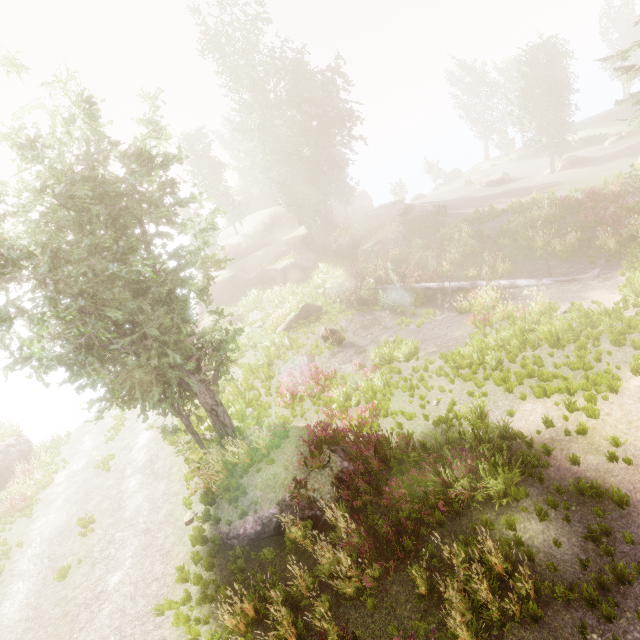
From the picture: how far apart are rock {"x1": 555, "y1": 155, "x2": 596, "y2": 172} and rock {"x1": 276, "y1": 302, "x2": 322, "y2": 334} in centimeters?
3378cm

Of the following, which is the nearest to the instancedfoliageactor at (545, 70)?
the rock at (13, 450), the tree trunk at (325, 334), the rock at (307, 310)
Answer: the rock at (13, 450)

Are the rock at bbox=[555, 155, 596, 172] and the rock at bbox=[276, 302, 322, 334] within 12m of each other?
no

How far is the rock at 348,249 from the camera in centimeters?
3009cm

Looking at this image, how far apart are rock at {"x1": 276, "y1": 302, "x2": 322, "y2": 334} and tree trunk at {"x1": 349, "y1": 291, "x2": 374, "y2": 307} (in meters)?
1.88

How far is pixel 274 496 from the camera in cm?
921

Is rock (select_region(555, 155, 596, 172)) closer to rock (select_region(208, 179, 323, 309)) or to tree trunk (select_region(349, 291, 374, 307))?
rock (select_region(208, 179, 323, 309))

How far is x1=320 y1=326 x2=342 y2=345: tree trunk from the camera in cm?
1814
